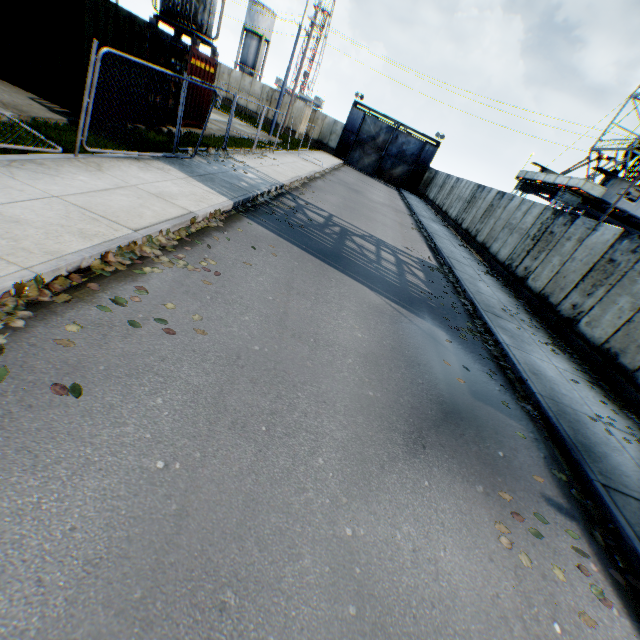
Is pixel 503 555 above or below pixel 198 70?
below

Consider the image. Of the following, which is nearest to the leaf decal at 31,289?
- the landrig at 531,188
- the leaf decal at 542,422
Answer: the leaf decal at 542,422

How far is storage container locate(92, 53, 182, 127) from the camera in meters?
9.8 m

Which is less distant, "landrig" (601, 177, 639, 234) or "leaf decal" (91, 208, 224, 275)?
"leaf decal" (91, 208, 224, 275)

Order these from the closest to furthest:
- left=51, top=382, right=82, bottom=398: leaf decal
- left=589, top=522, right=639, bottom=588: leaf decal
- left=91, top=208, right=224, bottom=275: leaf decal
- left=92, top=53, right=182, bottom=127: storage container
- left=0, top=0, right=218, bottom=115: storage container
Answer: left=51, top=382, right=82, bottom=398: leaf decal → left=589, top=522, right=639, bottom=588: leaf decal → left=91, top=208, right=224, bottom=275: leaf decal → left=0, top=0, right=218, bottom=115: storage container → left=92, top=53, right=182, bottom=127: storage container

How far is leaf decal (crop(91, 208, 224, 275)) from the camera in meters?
4.5

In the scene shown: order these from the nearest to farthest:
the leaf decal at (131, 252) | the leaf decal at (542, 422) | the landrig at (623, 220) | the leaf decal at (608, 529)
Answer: the leaf decal at (608, 529) → the leaf decal at (131, 252) → the leaf decal at (542, 422) → the landrig at (623, 220)

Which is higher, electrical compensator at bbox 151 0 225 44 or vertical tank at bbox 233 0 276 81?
vertical tank at bbox 233 0 276 81
